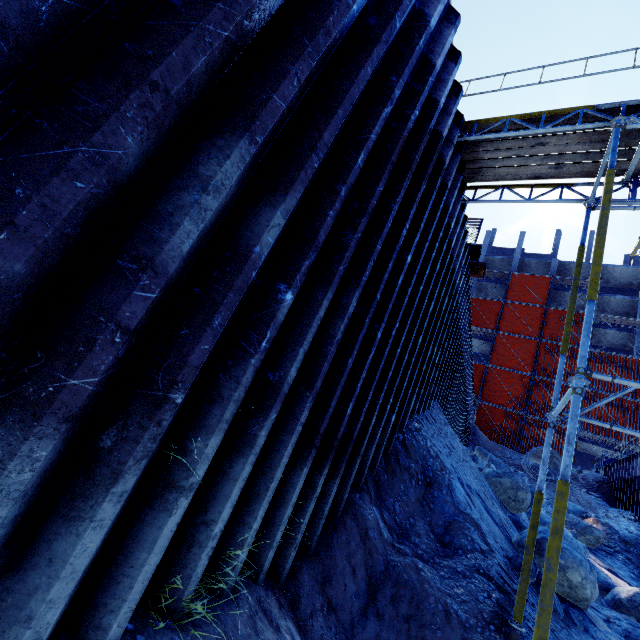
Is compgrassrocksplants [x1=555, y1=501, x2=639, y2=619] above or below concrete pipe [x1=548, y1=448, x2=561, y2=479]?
below

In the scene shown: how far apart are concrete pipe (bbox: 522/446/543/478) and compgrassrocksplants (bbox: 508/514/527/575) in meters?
16.8 m

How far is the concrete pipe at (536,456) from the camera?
20.1 meters

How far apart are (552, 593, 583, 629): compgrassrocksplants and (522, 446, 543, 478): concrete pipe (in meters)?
17.80

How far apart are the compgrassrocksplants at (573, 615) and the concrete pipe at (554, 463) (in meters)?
17.80

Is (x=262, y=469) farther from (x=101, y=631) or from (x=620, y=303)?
(x=620, y=303)

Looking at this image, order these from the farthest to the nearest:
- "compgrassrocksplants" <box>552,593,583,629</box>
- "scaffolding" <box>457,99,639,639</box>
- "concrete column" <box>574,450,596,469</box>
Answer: "concrete column" <box>574,450,596,469</box>
"compgrassrocksplants" <box>552,593,583,629</box>
"scaffolding" <box>457,99,639,639</box>
